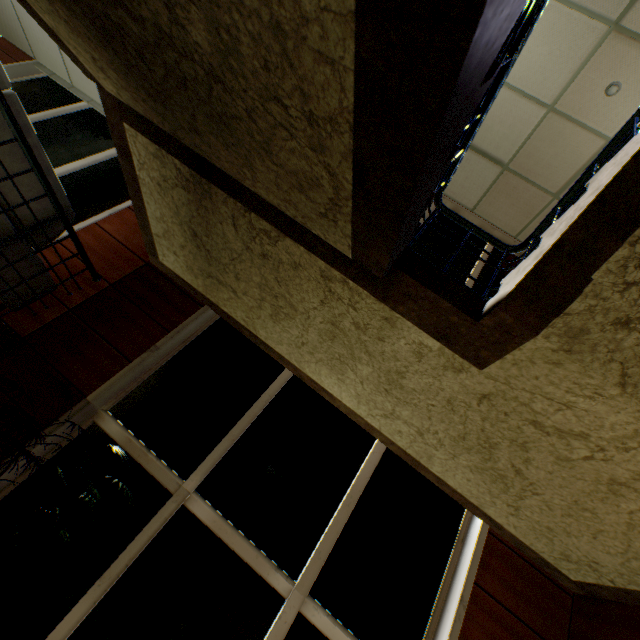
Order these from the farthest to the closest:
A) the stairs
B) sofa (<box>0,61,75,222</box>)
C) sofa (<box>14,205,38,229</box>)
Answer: sofa (<box>14,205,38,229</box>), sofa (<box>0,61,75,222</box>), the stairs

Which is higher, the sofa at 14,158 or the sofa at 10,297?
the sofa at 14,158

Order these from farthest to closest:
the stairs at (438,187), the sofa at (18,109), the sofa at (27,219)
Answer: the sofa at (27,219) < the sofa at (18,109) < the stairs at (438,187)

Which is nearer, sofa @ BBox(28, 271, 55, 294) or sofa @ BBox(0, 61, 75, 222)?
sofa @ BBox(0, 61, 75, 222)

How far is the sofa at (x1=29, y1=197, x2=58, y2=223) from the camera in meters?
2.9 m

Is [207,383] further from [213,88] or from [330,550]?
Result: [213,88]

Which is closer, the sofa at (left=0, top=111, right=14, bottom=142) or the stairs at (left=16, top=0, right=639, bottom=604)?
the stairs at (left=16, top=0, right=639, bottom=604)
